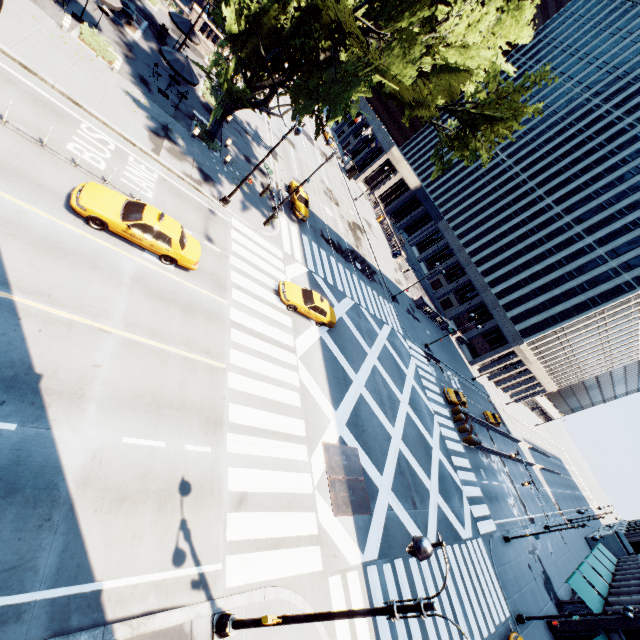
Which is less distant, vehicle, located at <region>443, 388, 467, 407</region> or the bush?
the bush

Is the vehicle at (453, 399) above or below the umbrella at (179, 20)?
below

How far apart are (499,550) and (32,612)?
33.02m

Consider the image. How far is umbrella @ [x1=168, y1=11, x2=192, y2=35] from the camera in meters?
25.7 m

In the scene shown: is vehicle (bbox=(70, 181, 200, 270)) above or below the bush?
above

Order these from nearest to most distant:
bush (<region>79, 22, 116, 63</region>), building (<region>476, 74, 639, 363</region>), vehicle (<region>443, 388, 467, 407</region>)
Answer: bush (<region>79, 22, 116, 63</region>), vehicle (<region>443, 388, 467, 407</region>), building (<region>476, 74, 639, 363</region>)

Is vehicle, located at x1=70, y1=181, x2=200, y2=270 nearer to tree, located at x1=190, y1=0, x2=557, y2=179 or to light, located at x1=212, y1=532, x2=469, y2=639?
tree, located at x1=190, y1=0, x2=557, y2=179

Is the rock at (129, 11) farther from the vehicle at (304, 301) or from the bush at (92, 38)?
the vehicle at (304, 301)
